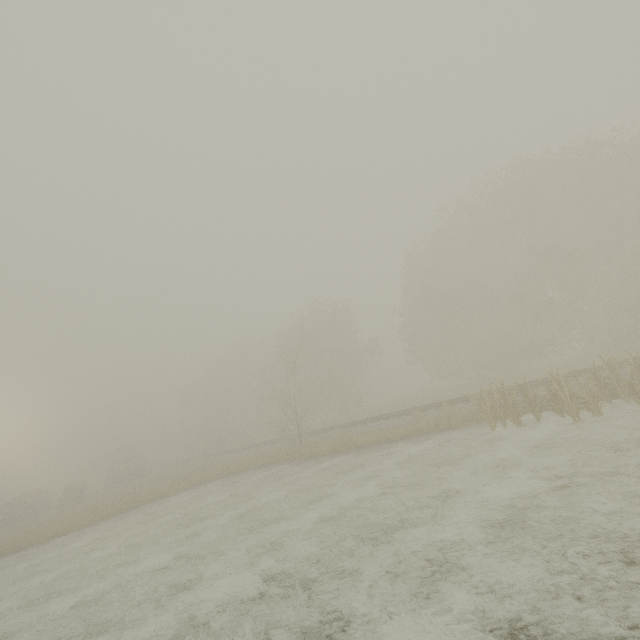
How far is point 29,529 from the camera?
22.8 meters

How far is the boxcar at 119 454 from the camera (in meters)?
58.50

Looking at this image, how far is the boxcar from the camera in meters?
58.5
